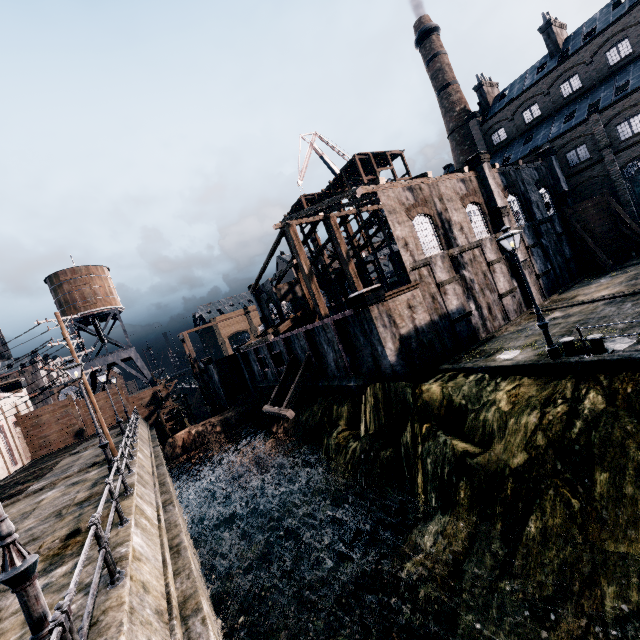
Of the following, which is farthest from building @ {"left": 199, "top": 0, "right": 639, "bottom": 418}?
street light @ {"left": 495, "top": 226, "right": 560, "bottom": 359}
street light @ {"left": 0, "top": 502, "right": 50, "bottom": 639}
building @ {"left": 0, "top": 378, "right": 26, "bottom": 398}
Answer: building @ {"left": 0, "top": 378, "right": 26, "bottom": 398}

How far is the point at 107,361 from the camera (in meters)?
45.16

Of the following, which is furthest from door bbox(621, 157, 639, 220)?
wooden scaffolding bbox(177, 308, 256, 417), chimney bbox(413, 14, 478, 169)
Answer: wooden scaffolding bbox(177, 308, 256, 417)

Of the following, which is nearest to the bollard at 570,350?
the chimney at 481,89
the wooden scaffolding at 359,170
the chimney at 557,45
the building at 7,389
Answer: the wooden scaffolding at 359,170

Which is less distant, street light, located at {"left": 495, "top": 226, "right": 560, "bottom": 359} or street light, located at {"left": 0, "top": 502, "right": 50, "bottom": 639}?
street light, located at {"left": 0, "top": 502, "right": 50, "bottom": 639}

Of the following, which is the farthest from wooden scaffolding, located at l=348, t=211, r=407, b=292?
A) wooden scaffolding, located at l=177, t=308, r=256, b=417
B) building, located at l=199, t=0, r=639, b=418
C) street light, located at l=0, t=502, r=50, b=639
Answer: street light, located at l=0, t=502, r=50, b=639

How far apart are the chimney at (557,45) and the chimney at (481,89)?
7.6m

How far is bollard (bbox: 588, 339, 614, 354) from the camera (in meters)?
12.48
